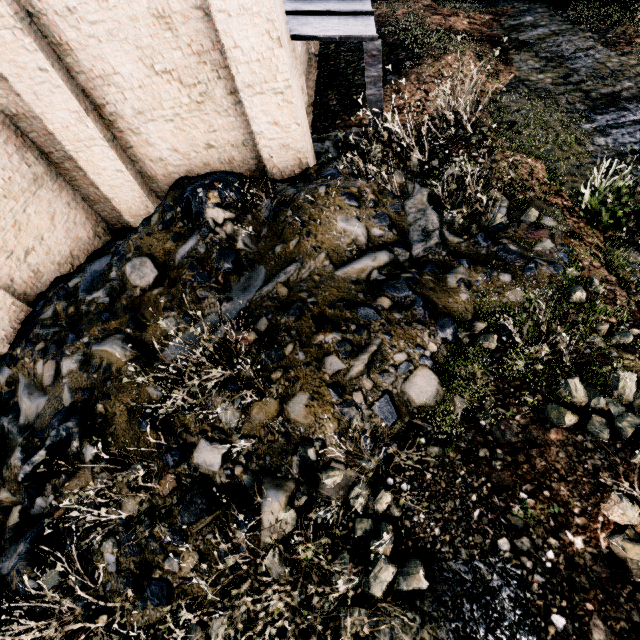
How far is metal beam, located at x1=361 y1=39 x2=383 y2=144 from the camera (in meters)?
6.80

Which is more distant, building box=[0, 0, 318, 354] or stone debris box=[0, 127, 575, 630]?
building box=[0, 0, 318, 354]

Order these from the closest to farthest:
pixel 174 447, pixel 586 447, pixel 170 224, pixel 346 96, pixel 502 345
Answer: pixel 586 447
pixel 174 447
pixel 502 345
pixel 170 224
pixel 346 96

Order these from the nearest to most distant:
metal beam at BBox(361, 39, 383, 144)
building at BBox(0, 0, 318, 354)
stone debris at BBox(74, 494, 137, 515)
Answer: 1. stone debris at BBox(74, 494, 137, 515)
2. building at BBox(0, 0, 318, 354)
3. metal beam at BBox(361, 39, 383, 144)

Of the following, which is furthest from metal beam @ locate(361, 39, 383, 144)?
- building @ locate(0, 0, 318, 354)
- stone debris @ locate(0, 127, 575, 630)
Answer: building @ locate(0, 0, 318, 354)

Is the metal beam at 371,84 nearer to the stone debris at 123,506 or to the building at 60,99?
the stone debris at 123,506

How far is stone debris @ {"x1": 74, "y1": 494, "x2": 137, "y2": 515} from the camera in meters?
4.5 m

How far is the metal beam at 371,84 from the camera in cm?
680
